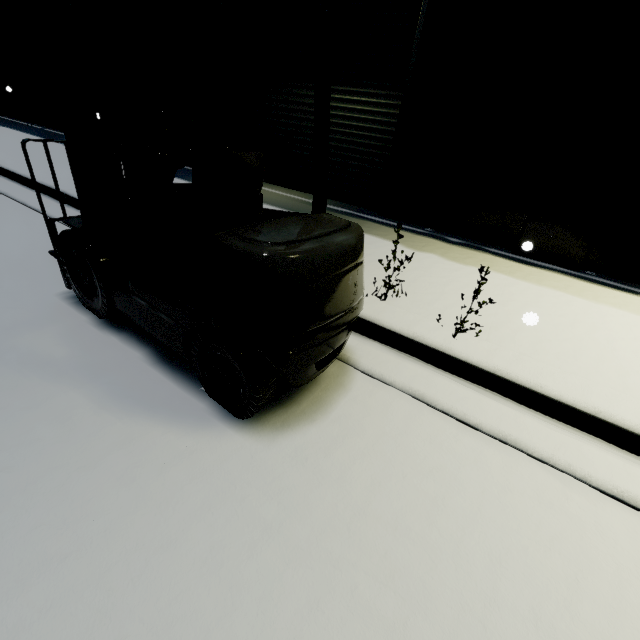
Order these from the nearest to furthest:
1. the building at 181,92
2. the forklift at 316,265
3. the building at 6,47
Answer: the forklift at 316,265 < the building at 181,92 < the building at 6,47

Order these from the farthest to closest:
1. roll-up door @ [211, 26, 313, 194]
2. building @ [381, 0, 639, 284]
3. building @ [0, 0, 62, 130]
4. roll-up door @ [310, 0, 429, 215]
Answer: building @ [0, 0, 62, 130] < roll-up door @ [211, 26, 313, 194] < roll-up door @ [310, 0, 429, 215] < building @ [381, 0, 639, 284]

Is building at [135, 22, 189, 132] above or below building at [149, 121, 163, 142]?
above

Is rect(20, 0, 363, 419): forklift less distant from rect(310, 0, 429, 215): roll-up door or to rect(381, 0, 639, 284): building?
rect(310, 0, 429, 215): roll-up door

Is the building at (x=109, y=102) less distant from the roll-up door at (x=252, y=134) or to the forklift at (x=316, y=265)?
the roll-up door at (x=252, y=134)

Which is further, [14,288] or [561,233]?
[561,233]

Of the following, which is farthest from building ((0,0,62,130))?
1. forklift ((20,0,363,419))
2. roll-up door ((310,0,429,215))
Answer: forklift ((20,0,363,419))
